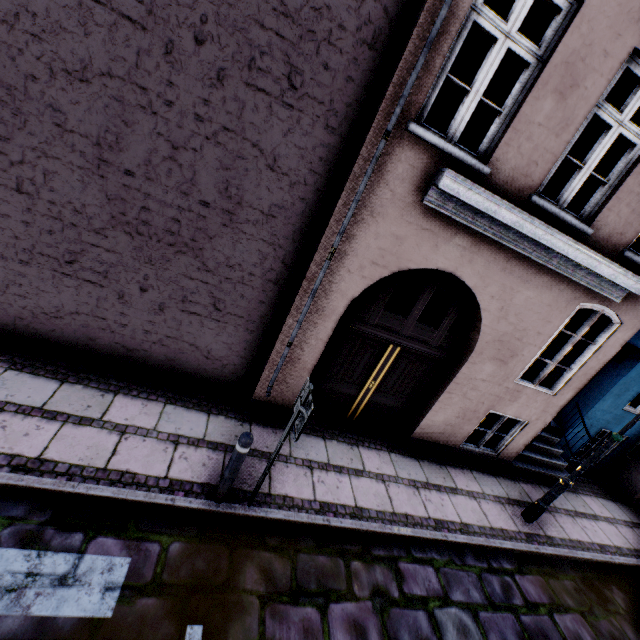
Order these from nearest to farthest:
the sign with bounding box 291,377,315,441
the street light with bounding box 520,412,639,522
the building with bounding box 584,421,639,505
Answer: the sign with bounding box 291,377,315,441 < the street light with bounding box 520,412,639,522 < the building with bounding box 584,421,639,505

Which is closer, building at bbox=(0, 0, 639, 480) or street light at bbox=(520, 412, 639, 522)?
building at bbox=(0, 0, 639, 480)

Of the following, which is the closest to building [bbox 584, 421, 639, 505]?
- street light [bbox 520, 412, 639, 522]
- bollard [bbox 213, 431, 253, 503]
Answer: street light [bbox 520, 412, 639, 522]

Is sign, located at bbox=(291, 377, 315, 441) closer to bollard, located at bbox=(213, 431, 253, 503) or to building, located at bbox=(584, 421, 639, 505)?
bollard, located at bbox=(213, 431, 253, 503)

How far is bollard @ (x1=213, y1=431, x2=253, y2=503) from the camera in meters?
3.5

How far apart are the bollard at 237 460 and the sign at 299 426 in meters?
0.5 m

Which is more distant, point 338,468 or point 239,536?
point 338,468

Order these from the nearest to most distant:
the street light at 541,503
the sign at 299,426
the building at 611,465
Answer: the sign at 299,426 < the street light at 541,503 < the building at 611,465
